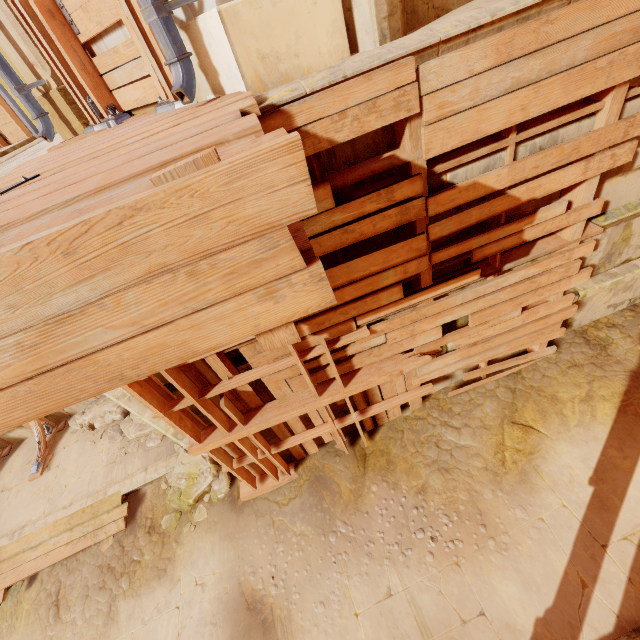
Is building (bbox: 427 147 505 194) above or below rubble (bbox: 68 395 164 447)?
above

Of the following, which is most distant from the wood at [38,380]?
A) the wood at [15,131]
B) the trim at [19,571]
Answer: the wood at [15,131]

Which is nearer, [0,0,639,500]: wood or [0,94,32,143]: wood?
[0,0,639,500]: wood

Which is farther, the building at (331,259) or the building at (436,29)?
the building at (331,259)

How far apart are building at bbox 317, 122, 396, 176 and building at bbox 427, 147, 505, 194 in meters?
0.2 m

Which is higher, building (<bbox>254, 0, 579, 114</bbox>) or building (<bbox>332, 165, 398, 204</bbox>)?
building (<bbox>254, 0, 579, 114</bbox>)

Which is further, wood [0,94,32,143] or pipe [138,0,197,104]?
wood [0,94,32,143]

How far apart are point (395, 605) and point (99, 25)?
6.8m
